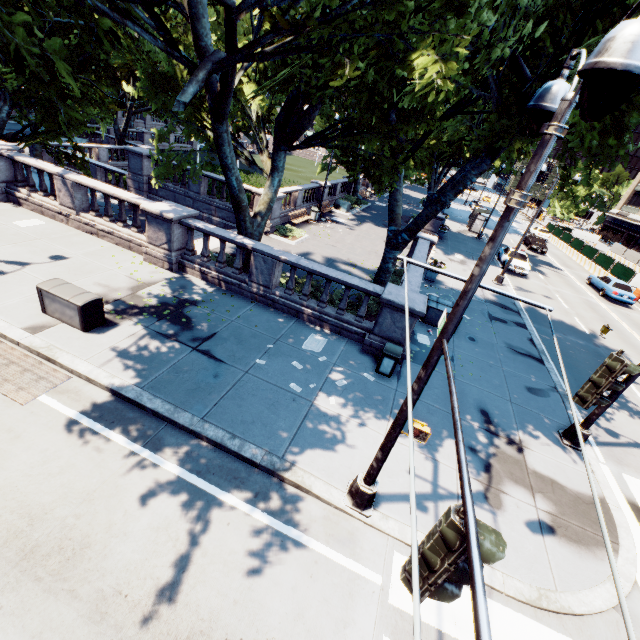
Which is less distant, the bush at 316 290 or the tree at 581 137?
the tree at 581 137

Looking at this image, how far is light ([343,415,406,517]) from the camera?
5.43m

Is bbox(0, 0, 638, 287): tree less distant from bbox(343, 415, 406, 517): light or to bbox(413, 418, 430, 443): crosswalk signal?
bbox(343, 415, 406, 517): light

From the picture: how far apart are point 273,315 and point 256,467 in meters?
5.9 m

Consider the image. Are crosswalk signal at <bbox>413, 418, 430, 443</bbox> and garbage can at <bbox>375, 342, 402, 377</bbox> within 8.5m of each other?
yes

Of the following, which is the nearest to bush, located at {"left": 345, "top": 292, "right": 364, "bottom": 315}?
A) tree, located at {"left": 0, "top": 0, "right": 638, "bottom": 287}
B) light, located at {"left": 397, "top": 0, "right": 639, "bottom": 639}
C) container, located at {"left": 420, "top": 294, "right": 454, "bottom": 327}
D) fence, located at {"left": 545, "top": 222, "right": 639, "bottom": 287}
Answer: tree, located at {"left": 0, "top": 0, "right": 638, "bottom": 287}

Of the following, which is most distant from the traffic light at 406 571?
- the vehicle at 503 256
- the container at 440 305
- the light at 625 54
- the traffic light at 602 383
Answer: the vehicle at 503 256

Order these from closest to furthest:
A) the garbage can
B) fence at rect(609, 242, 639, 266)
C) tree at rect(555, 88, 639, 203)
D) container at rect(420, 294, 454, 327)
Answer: tree at rect(555, 88, 639, 203) < the garbage can < container at rect(420, 294, 454, 327) < fence at rect(609, 242, 639, 266)
